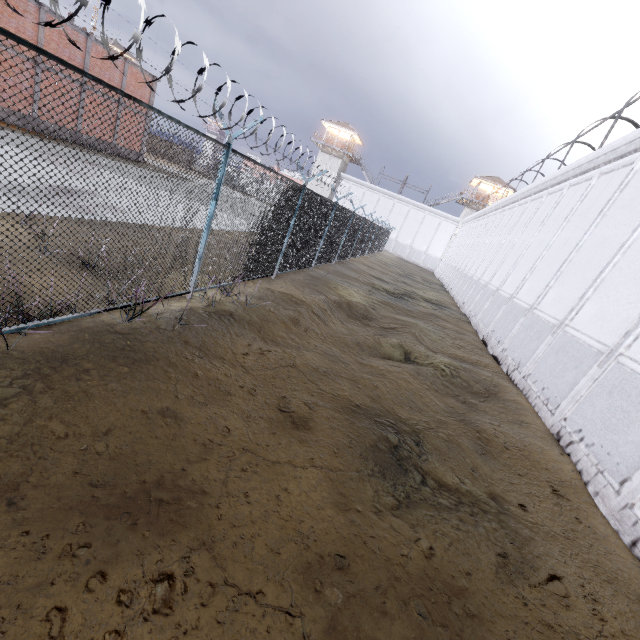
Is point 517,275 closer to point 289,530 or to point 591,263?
point 591,263

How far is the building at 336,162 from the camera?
49.6 meters

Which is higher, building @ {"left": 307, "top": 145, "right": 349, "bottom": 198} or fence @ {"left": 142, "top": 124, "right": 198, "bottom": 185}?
building @ {"left": 307, "top": 145, "right": 349, "bottom": 198}

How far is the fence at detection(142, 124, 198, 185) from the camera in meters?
4.1

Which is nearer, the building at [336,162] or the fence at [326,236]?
the fence at [326,236]

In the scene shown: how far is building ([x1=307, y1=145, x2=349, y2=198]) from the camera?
49.6 meters

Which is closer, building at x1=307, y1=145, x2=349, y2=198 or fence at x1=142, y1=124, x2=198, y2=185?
fence at x1=142, y1=124, x2=198, y2=185
